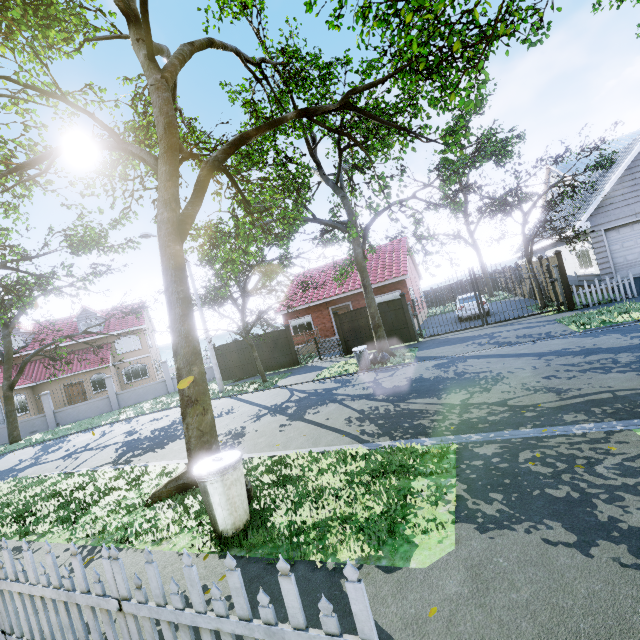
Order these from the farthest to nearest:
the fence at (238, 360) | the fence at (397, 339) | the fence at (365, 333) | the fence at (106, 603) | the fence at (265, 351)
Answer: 1. the fence at (238, 360)
2. the fence at (265, 351)
3. the fence at (365, 333)
4. the fence at (397, 339)
5. the fence at (106, 603)

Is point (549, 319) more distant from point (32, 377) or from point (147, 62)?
point (32, 377)

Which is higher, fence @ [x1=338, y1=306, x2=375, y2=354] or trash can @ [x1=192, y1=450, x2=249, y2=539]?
fence @ [x1=338, y1=306, x2=375, y2=354]

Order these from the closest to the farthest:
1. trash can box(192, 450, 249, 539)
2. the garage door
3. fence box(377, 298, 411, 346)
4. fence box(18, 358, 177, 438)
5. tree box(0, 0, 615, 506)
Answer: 1. trash can box(192, 450, 249, 539)
2. tree box(0, 0, 615, 506)
3. the garage door
4. fence box(377, 298, 411, 346)
5. fence box(18, 358, 177, 438)

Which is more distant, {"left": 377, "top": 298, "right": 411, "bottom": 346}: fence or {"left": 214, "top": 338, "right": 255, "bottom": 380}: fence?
{"left": 214, "top": 338, "right": 255, "bottom": 380}: fence

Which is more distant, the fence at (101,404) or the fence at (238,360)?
the fence at (101,404)

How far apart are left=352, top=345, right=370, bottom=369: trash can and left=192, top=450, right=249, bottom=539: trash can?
9.1 meters
